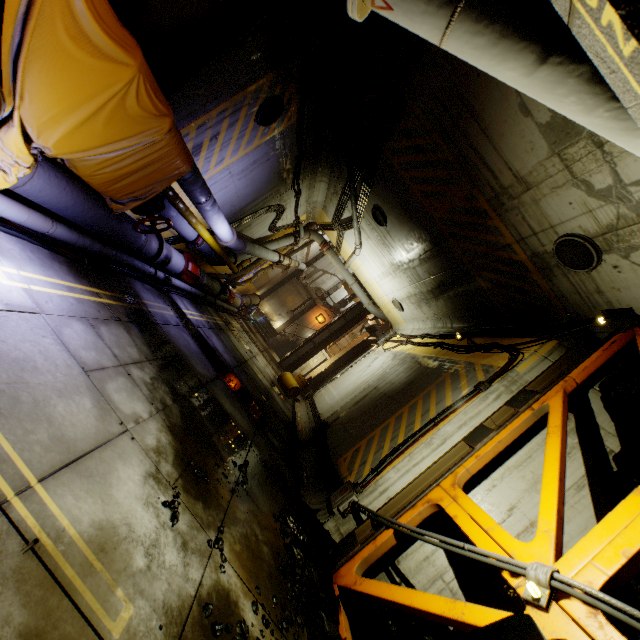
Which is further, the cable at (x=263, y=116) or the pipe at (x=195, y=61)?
the cable at (x=263, y=116)

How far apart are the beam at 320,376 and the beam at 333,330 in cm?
124

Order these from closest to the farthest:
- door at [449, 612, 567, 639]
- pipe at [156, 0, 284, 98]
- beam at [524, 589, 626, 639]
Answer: door at [449, 612, 567, 639], beam at [524, 589, 626, 639], pipe at [156, 0, 284, 98]

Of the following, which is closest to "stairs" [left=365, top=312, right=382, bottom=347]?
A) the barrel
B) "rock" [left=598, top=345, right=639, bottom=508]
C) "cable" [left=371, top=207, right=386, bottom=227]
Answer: the barrel

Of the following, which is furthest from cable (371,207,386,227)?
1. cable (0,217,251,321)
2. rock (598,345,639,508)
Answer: rock (598,345,639,508)

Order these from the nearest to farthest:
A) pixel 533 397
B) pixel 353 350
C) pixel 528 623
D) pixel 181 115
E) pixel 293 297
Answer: pixel 528 623 → pixel 533 397 → pixel 181 115 → pixel 353 350 → pixel 293 297

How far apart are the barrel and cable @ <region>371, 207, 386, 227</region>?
8.3m

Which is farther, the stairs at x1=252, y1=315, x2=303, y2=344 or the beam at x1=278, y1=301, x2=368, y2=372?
the stairs at x1=252, y1=315, x2=303, y2=344
